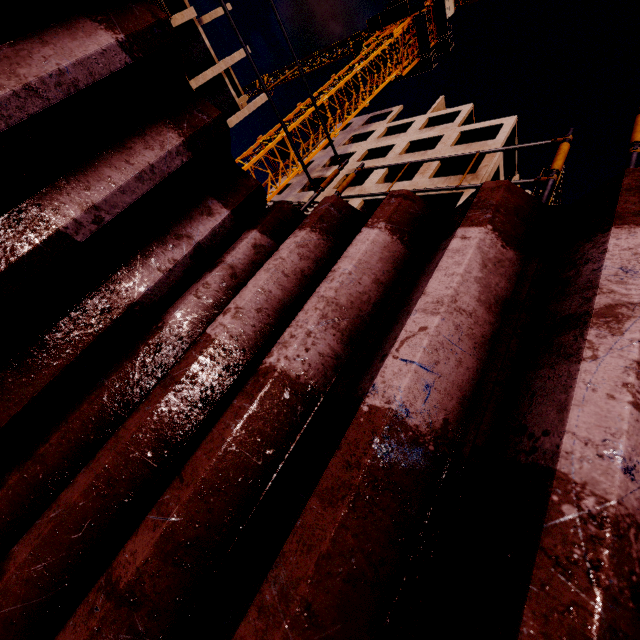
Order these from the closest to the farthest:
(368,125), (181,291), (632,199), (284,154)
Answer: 1. (632,199)
2. (181,291)
3. (284,154)
4. (368,125)

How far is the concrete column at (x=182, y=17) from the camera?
26.2 meters

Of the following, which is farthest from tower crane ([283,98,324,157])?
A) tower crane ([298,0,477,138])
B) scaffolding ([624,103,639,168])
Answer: scaffolding ([624,103,639,168])

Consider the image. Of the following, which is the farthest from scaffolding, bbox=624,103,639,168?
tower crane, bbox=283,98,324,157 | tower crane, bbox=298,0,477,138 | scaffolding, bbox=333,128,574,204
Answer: tower crane, bbox=298,0,477,138

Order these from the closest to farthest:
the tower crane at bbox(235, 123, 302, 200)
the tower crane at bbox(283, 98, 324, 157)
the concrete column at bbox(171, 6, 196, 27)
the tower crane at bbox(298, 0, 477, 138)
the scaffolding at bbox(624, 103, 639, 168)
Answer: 1. the scaffolding at bbox(624, 103, 639, 168)
2. the tower crane at bbox(235, 123, 302, 200)
3. the tower crane at bbox(283, 98, 324, 157)
4. the tower crane at bbox(298, 0, 477, 138)
5. the concrete column at bbox(171, 6, 196, 27)

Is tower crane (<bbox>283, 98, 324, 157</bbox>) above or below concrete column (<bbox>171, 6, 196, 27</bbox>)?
below

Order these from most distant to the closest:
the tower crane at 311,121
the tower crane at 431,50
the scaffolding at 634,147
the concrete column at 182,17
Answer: the concrete column at 182,17 < the tower crane at 431,50 < the tower crane at 311,121 < the scaffolding at 634,147

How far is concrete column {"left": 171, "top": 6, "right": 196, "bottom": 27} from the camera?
26.23m
